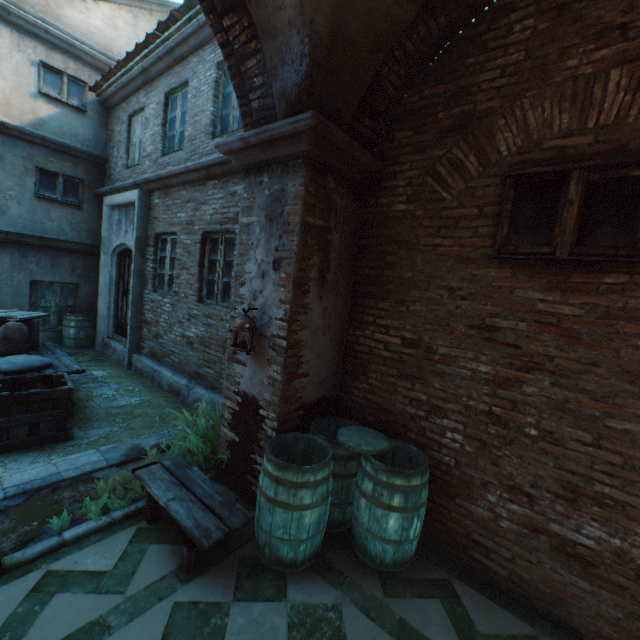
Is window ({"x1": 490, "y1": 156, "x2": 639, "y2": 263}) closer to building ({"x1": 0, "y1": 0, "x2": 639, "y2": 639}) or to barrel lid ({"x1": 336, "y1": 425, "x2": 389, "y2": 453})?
building ({"x1": 0, "y1": 0, "x2": 639, "y2": 639})

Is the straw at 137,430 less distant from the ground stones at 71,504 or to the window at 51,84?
the ground stones at 71,504

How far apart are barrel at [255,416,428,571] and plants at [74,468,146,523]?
1.51m

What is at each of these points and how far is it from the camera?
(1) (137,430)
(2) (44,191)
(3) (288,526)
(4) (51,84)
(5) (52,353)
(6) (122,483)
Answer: (1) straw, 4.9 meters
(2) window, 8.3 meters
(3) barrel, 2.7 meters
(4) window, 8.1 meters
(5) table, 5.8 meters
(6) plants, 3.6 meters

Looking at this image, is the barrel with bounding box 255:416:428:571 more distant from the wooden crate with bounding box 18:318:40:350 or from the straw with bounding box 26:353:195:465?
the wooden crate with bounding box 18:318:40:350

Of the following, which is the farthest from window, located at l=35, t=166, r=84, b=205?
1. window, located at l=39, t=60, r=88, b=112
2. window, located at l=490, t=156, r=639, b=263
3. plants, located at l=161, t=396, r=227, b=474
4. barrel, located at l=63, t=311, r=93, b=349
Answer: window, located at l=490, t=156, r=639, b=263

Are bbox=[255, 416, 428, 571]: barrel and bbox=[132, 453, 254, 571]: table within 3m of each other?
yes

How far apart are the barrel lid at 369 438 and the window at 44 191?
9.71m
